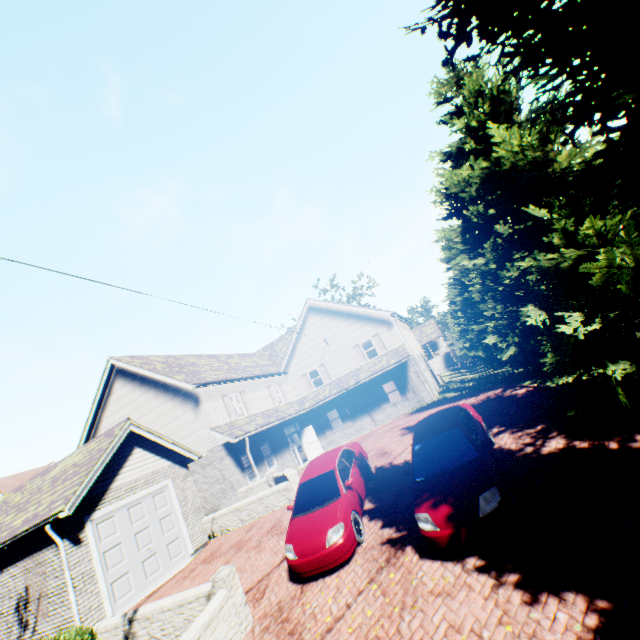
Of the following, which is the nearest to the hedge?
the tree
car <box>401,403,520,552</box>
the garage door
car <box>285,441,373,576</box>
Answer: the garage door

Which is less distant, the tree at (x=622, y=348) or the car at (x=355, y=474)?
the tree at (x=622, y=348)

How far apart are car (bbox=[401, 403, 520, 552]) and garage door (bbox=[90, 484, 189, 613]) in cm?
996

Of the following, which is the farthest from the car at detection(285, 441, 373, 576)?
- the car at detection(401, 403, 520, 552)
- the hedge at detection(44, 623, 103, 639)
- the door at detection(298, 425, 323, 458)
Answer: the door at detection(298, 425, 323, 458)

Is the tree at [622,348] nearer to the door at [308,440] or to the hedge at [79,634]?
the hedge at [79,634]

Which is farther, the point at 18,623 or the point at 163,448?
the point at 163,448

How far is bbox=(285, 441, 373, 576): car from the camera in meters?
7.6

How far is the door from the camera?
23.61m
